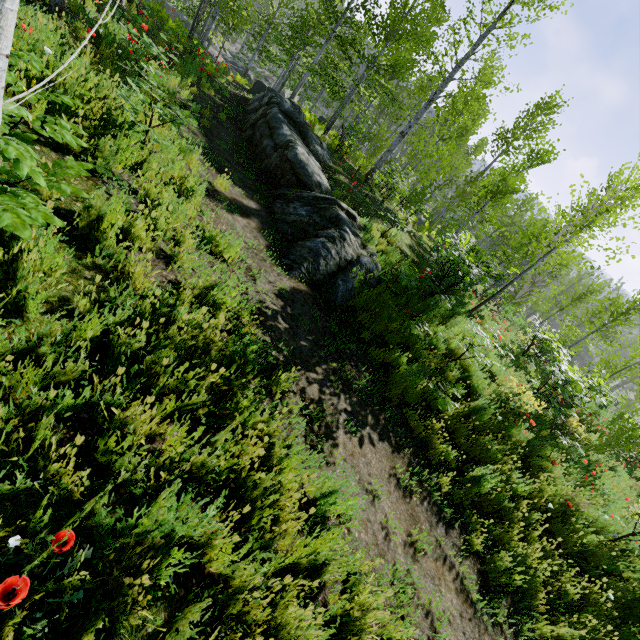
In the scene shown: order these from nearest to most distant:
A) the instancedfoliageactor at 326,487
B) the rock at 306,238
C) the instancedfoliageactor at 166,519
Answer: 1. the instancedfoliageactor at 166,519
2. the instancedfoliageactor at 326,487
3. the rock at 306,238

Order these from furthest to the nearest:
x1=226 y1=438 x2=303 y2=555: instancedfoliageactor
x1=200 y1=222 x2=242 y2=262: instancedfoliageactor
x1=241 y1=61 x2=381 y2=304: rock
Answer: x1=241 y1=61 x2=381 y2=304: rock, x1=200 y1=222 x2=242 y2=262: instancedfoliageactor, x1=226 y1=438 x2=303 y2=555: instancedfoliageactor

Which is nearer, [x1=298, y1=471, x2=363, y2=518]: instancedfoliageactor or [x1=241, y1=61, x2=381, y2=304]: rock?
[x1=298, y1=471, x2=363, y2=518]: instancedfoliageactor

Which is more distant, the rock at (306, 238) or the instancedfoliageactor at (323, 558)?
the rock at (306, 238)

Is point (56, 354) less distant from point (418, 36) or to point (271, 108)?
point (271, 108)

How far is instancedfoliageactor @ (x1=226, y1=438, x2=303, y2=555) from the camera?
2.2m
